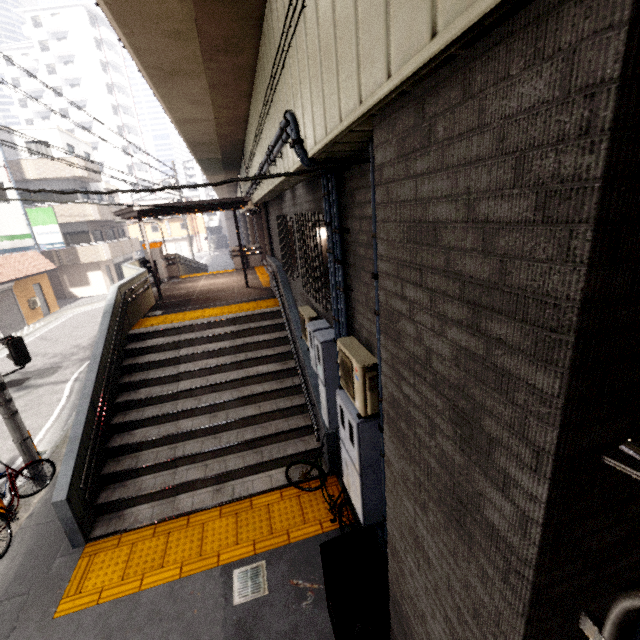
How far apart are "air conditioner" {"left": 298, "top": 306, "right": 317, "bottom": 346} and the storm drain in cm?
320

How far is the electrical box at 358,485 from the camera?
3.39m

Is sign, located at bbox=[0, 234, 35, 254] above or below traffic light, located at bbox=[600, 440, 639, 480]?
above

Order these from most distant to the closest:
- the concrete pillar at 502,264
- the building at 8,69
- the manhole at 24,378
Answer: the building at 8,69 < the manhole at 24,378 < the concrete pillar at 502,264

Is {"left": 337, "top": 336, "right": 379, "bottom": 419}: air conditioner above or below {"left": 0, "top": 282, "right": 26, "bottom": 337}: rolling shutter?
above

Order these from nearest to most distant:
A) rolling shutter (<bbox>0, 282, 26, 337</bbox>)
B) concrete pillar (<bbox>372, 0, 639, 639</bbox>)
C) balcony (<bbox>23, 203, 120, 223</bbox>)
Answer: concrete pillar (<bbox>372, 0, 639, 639</bbox>) → rolling shutter (<bbox>0, 282, 26, 337</bbox>) → balcony (<bbox>23, 203, 120, 223</bbox>)

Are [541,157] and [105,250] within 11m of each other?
no

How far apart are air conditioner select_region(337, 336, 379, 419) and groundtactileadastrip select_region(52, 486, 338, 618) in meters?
2.7
